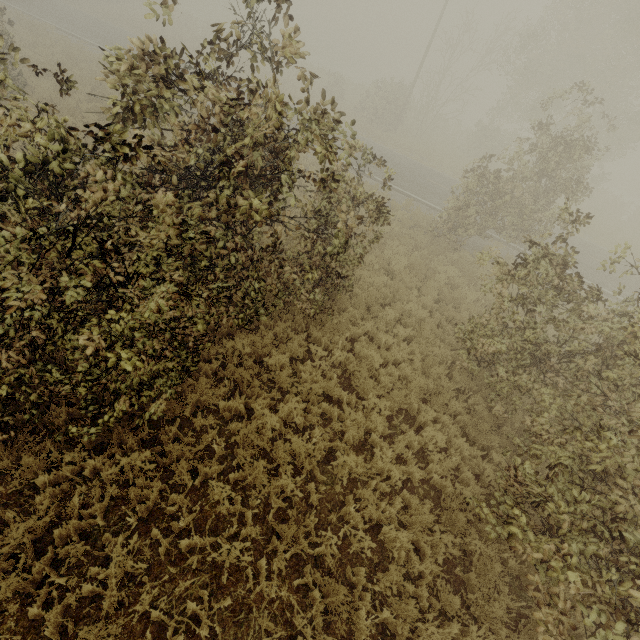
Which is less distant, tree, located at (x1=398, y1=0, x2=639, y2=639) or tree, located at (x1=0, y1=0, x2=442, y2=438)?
tree, located at (x1=0, y1=0, x2=442, y2=438)

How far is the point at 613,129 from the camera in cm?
→ 1238

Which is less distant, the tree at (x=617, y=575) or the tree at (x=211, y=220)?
the tree at (x=211, y=220)
